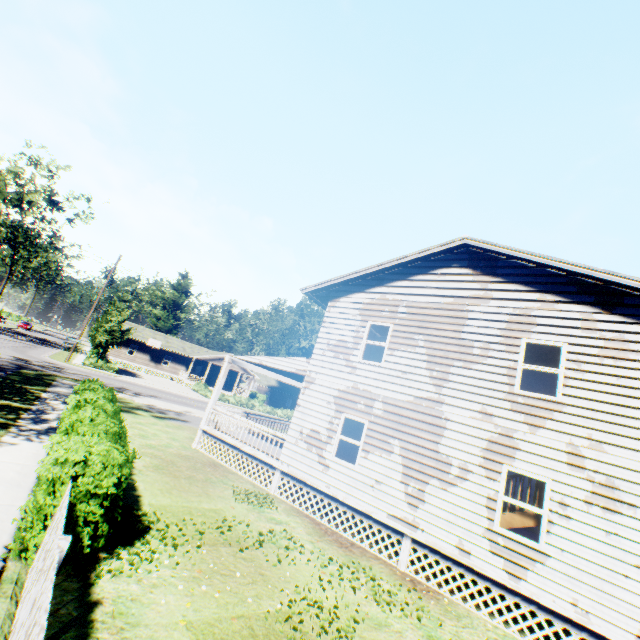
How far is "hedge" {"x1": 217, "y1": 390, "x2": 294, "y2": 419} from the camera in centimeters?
4160cm

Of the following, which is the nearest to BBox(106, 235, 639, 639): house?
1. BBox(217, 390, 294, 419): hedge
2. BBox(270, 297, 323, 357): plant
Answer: BBox(270, 297, 323, 357): plant

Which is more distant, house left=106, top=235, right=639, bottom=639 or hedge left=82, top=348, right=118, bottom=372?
hedge left=82, top=348, right=118, bottom=372

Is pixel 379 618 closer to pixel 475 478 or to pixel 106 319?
pixel 475 478

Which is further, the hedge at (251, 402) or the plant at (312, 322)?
the plant at (312, 322)

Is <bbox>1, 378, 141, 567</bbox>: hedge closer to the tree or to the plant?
the plant

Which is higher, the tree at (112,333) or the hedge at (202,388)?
the tree at (112,333)

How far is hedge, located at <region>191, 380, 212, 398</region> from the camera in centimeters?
4049cm
